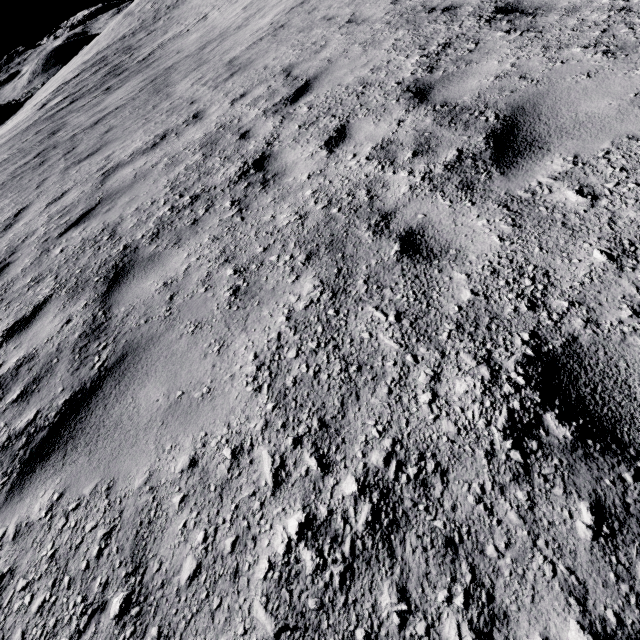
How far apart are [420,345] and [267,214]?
2.2m
